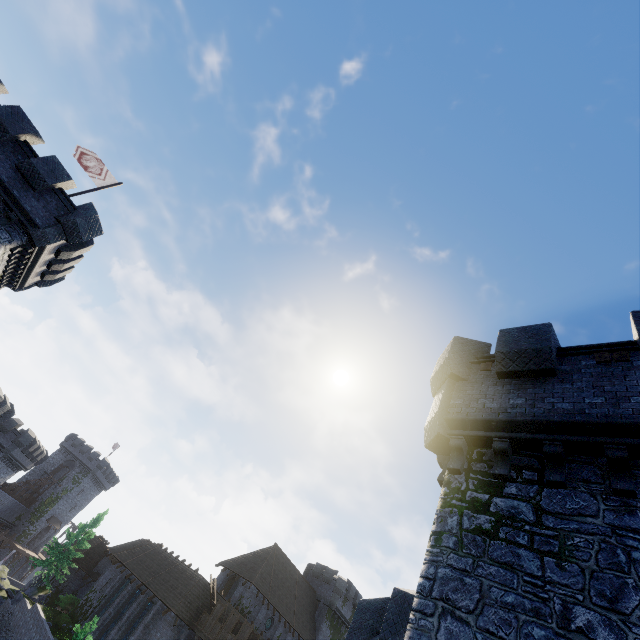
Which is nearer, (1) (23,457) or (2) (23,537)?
(1) (23,457)

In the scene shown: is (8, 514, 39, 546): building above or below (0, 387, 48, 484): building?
below

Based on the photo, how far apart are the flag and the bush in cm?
4329

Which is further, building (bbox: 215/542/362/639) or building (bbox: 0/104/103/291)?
building (bbox: 215/542/362/639)

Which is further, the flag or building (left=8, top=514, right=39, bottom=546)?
building (left=8, top=514, right=39, bottom=546)

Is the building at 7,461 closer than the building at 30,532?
Yes

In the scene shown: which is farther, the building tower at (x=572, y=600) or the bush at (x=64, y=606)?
the bush at (x=64, y=606)

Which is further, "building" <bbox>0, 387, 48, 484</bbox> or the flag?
"building" <bbox>0, 387, 48, 484</bbox>
